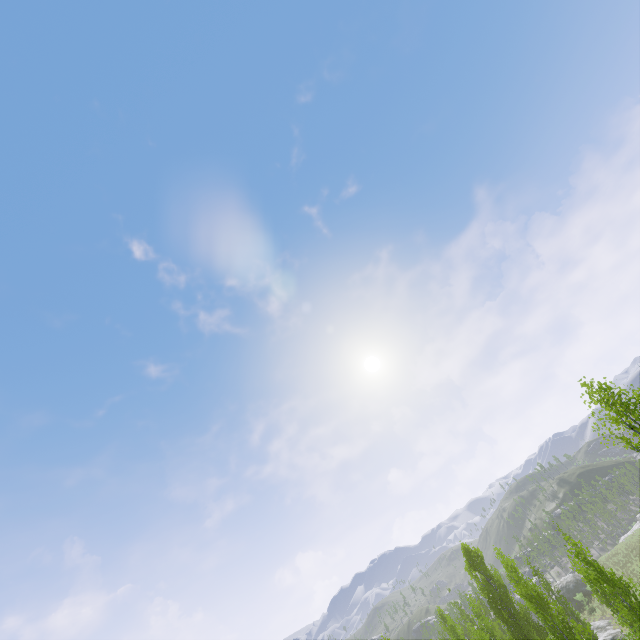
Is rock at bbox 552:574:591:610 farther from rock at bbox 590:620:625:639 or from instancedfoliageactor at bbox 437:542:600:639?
instancedfoliageactor at bbox 437:542:600:639

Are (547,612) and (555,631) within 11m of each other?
yes

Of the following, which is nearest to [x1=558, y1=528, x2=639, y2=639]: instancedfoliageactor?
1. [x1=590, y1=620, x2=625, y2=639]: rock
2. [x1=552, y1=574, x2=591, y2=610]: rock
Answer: [x1=590, y1=620, x2=625, y2=639]: rock

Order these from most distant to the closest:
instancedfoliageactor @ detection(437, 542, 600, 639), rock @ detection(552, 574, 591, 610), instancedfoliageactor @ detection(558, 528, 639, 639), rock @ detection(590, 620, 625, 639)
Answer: rock @ detection(552, 574, 591, 610), rock @ detection(590, 620, 625, 639), instancedfoliageactor @ detection(437, 542, 600, 639), instancedfoliageactor @ detection(558, 528, 639, 639)

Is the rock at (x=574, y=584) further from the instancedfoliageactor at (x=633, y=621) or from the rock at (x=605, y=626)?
the instancedfoliageactor at (x=633, y=621)

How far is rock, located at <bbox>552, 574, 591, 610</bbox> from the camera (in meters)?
45.94

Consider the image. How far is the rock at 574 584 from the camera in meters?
45.9
